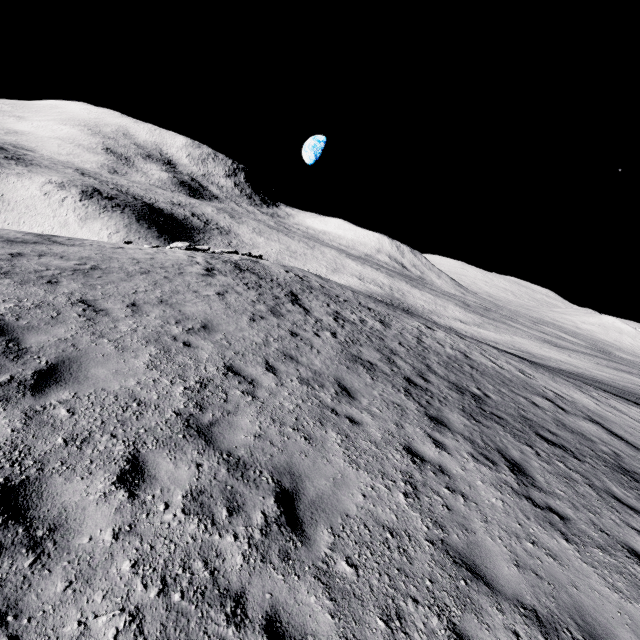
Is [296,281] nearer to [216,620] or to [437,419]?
[437,419]
